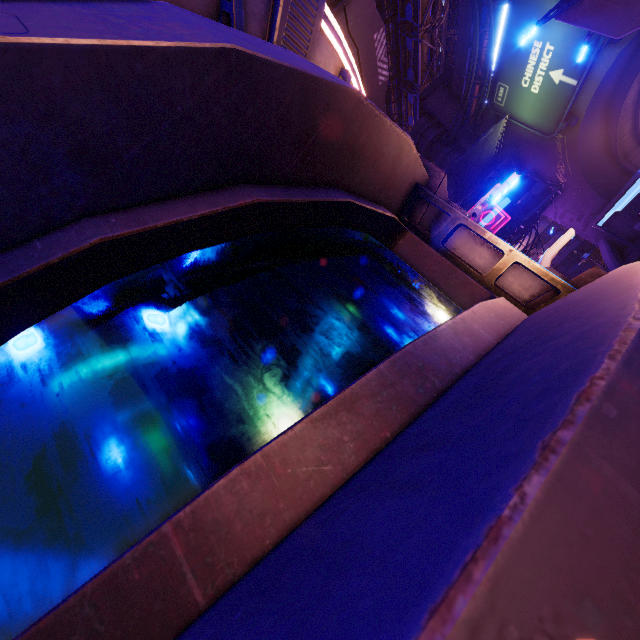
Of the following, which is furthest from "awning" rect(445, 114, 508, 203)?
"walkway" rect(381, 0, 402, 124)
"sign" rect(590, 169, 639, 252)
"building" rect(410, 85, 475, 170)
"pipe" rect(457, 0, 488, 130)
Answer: "walkway" rect(381, 0, 402, 124)

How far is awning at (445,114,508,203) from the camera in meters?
21.8 m

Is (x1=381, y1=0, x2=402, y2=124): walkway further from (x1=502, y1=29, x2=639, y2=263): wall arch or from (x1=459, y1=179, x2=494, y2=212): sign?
(x1=459, y1=179, x2=494, y2=212): sign

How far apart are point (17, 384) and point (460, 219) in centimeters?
303cm

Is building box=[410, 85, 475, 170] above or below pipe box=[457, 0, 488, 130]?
above

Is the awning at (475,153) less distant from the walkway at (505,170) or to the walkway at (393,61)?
the walkway at (505,170)

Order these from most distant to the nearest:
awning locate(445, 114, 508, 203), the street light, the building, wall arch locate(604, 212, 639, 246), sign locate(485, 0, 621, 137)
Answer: the building
wall arch locate(604, 212, 639, 246)
awning locate(445, 114, 508, 203)
sign locate(485, 0, 621, 137)
the street light

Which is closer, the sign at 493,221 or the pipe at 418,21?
the sign at 493,221
